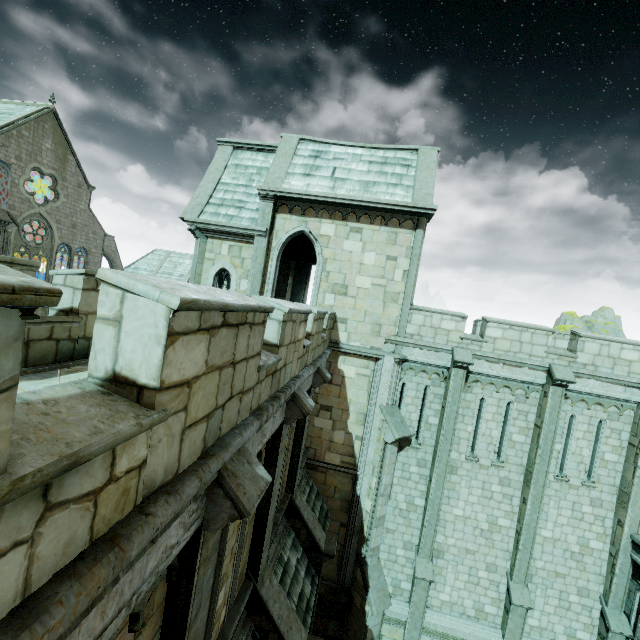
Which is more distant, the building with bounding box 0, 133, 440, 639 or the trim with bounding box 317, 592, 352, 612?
the trim with bounding box 317, 592, 352, 612

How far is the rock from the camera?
48.9m

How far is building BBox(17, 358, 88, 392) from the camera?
4.18m

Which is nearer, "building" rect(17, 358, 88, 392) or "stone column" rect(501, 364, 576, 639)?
"building" rect(17, 358, 88, 392)

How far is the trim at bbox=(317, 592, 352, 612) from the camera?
12.5m

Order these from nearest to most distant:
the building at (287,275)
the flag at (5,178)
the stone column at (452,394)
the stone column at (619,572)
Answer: the building at (287,275) < the stone column at (619,572) < the stone column at (452,394) < the flag at (5,178)

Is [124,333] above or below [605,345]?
below

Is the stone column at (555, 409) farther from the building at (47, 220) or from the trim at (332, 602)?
the trim at (332, 602)
